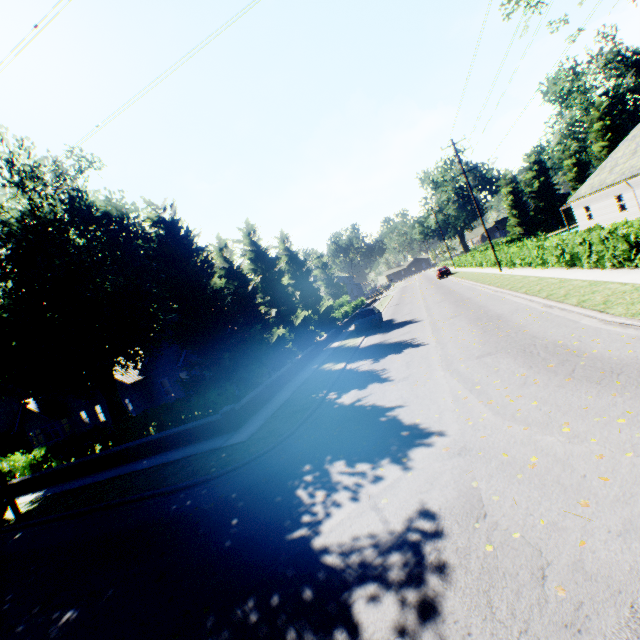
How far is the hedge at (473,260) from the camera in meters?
32.7 m

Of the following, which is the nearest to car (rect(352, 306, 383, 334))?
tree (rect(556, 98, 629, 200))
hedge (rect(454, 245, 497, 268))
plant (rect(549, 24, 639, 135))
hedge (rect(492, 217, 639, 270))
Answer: tree (rect(556, 98, 629, 200))

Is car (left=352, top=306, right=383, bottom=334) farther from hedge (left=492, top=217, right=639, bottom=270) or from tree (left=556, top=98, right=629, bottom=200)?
hedge (left=492, top=217, right=639, bottom=270)

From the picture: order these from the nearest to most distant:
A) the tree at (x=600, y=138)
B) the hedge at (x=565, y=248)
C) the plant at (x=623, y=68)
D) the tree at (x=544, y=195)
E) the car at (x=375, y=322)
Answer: the hedge at (x=565, y=248) → the car at (x=375, y=322) → the tree at (x=600, y=138) → the tree at (x=544, y=195) → the plant at (x=623, y=68)

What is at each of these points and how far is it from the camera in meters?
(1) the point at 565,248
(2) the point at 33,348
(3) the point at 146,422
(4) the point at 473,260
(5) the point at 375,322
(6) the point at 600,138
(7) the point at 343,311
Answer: (1) hedge, 16.7 m
(2) tree, 13.9 m
(3) hedge, 15.1 m
(4) hedge, 41.9 m
(5) car, 23.3 m
(6) tree, 50.6 m
(7) hedge, 36.9 m

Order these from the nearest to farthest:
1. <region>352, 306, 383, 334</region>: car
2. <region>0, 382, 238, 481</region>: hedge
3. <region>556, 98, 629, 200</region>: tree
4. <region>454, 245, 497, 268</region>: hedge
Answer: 1. <region>0, 382, 238, 481</region>: hedge
2. <region>352, 306, 383, 334</region>: car
3. <region>454, 245, 497, 268</region>: hedge
4. <region>556, 98, 629, 200</region>: tree

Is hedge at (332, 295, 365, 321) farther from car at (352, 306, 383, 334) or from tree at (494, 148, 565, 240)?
car at (352, 306, 383, 334)
